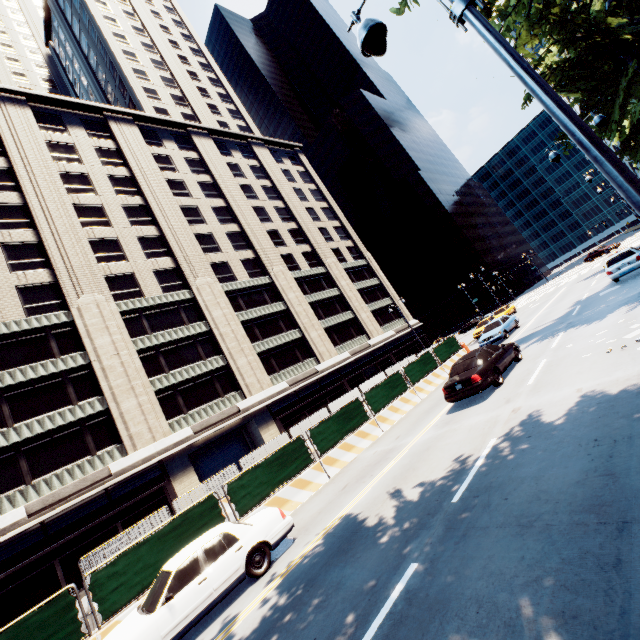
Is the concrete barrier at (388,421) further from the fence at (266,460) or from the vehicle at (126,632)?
the vehicle at (126,632)

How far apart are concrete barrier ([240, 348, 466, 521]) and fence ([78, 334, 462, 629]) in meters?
0.0

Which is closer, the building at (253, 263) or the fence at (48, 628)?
the fence at (48, 628)

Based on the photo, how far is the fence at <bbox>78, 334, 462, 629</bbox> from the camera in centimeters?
866cm

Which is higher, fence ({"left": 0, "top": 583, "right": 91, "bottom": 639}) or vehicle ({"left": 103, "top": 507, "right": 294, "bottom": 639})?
fence ({"left": 0, "top": 583, "right": 91, "bottom": 639})

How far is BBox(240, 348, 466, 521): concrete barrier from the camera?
12.0m

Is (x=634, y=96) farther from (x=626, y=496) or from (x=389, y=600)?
(x=389, y=600)

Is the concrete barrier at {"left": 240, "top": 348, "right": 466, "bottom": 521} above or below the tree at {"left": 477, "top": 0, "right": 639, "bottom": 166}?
below
